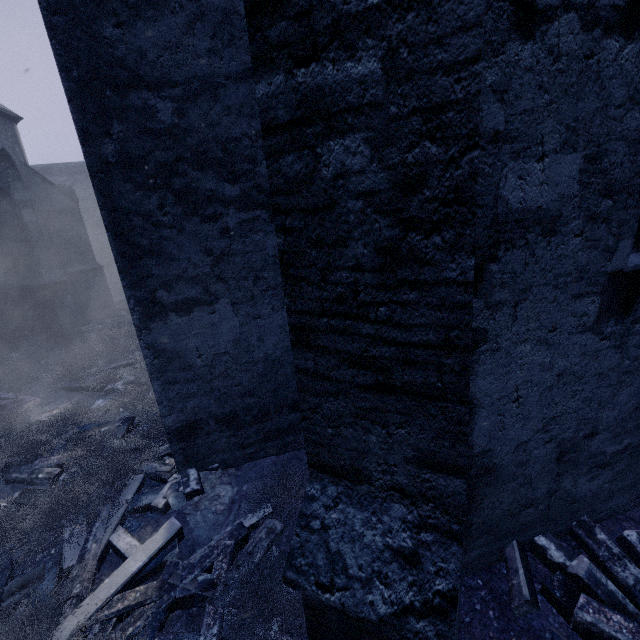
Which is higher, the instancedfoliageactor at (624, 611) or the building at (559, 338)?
the building at (559, 338)

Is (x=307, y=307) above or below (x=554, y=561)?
above

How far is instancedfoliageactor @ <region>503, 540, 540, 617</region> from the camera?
2.71m

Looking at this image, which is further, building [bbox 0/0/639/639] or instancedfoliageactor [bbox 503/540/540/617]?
instancedfoliageactor [bbox 503/540/540/617]

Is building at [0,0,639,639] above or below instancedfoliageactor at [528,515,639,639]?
above

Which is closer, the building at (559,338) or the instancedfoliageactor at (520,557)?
the building at (559,338)
